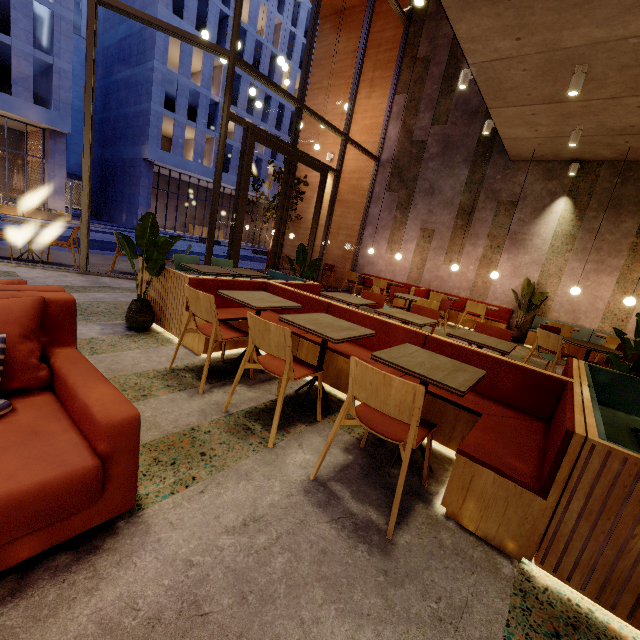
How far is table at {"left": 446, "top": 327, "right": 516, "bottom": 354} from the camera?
3.32m

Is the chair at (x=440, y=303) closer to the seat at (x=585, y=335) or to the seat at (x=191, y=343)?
the seat at (x=191, y=343)

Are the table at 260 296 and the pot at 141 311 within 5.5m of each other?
yes

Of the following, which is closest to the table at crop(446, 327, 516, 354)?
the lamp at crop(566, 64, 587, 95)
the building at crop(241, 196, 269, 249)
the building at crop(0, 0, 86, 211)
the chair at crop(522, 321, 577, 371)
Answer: the chair at crop(522, 321, 577, 371)

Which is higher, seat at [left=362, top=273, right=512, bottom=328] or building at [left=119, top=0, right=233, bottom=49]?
building at [left=119, top=0, right=233, bottom=49]

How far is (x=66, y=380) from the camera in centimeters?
152cm

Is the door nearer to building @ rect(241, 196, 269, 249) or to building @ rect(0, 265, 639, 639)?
building @ rect(0, 265, 639, 639)

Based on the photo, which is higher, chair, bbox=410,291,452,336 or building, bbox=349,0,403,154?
building, bbox=349,0,403,154
